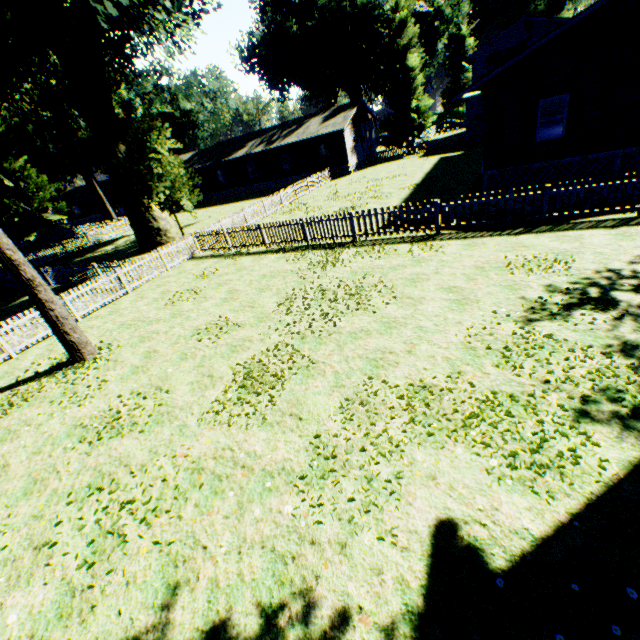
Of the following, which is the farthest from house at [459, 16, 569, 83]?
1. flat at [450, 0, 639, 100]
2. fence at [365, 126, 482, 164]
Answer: flat at [450, 0, 639, 100]

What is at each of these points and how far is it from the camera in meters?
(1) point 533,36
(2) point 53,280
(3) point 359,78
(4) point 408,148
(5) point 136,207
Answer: (1) house, 35.2 m
(2) fence, 20.4 m
(3) plant, 43.1 m
(4) fence, 35.9 m
(5) plant, 22.3 m

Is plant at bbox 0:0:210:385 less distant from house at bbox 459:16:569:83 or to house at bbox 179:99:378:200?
house at bbox 179:99:378:200

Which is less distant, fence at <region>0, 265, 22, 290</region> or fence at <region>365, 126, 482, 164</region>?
fence at <region>0, 265, 22, 290</region>

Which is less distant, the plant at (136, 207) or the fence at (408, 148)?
the plant at (136, 207)

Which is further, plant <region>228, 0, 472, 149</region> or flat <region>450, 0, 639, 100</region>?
plant <region>228, 0, 472, 149</region>

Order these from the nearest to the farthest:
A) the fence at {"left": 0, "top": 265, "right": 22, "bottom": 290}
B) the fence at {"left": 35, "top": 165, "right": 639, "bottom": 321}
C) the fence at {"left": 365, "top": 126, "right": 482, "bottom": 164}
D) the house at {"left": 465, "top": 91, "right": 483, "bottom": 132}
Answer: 1. the fence at {"left": 35, "top": 165, "right": 639, "bottom": 321}
2. the fence at {"left": 0, "top": 265, "right": 22, "bottom": 290}
3. the house at {"left": 465, "top": 91, "right": 483, "bottom": 132}
4. the fence at {"left": 365, "top": 126, "right": 482, "bottom": 164}

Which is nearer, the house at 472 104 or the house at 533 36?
the house at 472 104
